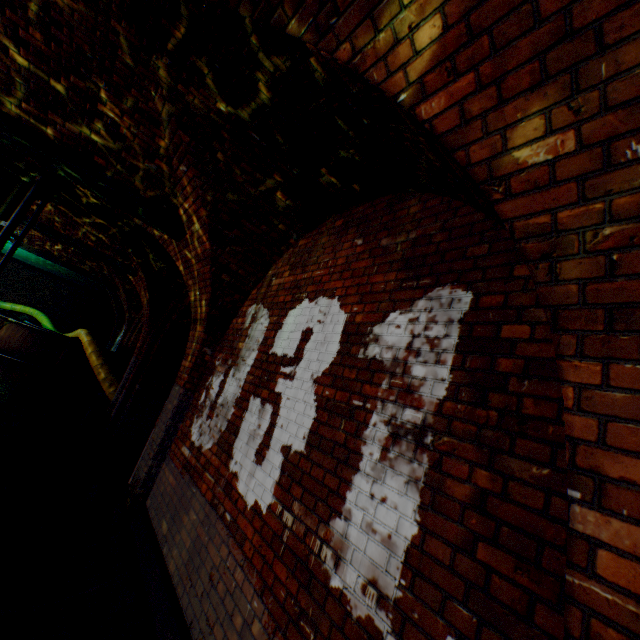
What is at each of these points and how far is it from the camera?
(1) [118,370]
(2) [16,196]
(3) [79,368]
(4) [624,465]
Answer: (1) pipe, 11.44m
(2) pipe, 5.46m
(3) pipe, 10.84m
(4) support arch, 0.97m

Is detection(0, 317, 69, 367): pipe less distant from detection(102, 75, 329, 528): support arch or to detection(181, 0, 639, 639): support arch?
detection(102, 75, 329, 528): support arch

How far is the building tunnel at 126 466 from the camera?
7.1 meters

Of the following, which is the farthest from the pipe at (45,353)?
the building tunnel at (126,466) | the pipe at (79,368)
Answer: the building tunnel at (126,466)

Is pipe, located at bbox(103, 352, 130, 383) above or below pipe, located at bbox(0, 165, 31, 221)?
below

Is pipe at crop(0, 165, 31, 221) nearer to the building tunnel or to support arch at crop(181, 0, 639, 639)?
the building tunnel

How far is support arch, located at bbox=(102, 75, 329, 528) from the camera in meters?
3.3

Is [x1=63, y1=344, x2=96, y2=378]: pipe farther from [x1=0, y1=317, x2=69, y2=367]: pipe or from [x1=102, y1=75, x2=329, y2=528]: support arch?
[x1=102, y1=75, x2=329, y2=528]: support arch
